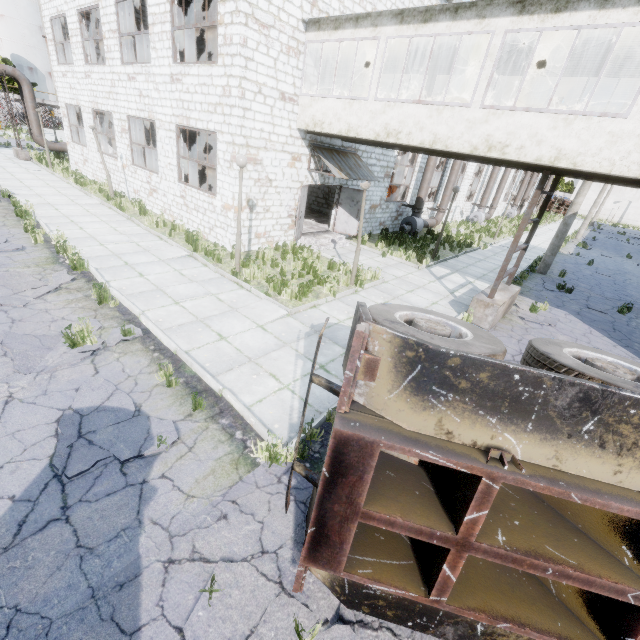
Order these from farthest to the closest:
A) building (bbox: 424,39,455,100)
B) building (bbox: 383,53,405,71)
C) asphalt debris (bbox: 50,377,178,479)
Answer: building (bbox: 383,53,405,71) → building (bbox: 424,39,455,100) → asphalt debris (bbox: 50,377,178,479)

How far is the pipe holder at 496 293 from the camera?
8.5m

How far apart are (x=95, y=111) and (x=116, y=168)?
3.5m

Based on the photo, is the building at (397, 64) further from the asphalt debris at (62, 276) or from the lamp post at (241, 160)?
the asphalt debris at (62, 276)

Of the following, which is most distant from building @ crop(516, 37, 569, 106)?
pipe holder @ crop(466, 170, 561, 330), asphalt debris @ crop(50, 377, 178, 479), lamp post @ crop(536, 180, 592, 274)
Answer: asphalt debris @ crop(50, 377, 178, 479)

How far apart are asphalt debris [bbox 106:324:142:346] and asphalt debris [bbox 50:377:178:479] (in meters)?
0.53

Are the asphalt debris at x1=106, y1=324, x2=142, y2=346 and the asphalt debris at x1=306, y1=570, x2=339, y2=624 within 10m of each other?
yes

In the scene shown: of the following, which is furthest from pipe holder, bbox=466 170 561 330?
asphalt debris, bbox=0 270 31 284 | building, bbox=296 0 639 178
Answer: asphalt debris, bbox=0 270 31 284
